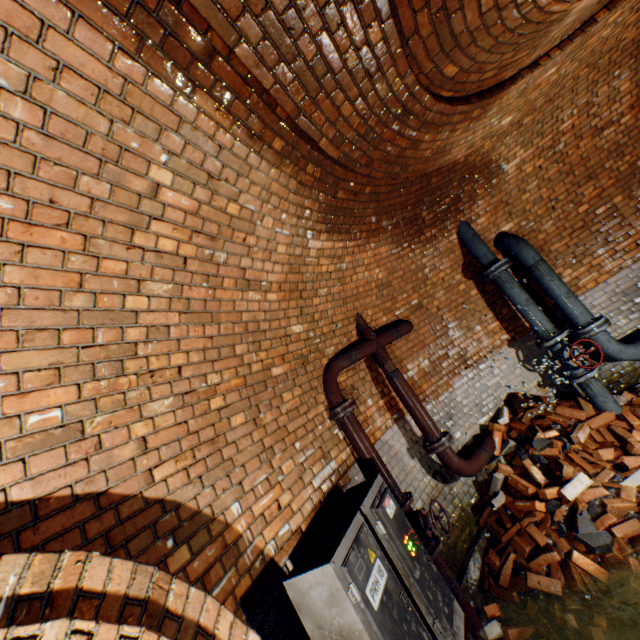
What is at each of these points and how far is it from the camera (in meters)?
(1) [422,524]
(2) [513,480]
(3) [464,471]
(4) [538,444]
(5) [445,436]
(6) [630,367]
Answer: (1) valve, 3.25
(2) bricks, 4.06
(3) pipe, 3.97
(4) rock, 4.08
(5) pipe end, 3.97
(6) building tunnel, 5.03

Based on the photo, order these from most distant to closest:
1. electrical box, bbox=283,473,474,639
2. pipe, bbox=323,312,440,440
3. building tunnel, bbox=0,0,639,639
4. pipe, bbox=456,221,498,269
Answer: pipe, bbox=456,221,498,269
pipe, bbox=323,312,440,440
electrical box, bbox=283,473,474,639
building tunnel, bbox=0,0,639,639

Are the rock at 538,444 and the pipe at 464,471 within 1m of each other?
yes

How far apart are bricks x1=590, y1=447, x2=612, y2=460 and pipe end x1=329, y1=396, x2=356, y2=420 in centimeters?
291cm

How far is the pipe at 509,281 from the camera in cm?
436

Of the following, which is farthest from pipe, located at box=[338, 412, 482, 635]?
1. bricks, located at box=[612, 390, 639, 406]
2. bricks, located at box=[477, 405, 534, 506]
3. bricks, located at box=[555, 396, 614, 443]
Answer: bricks, located at box=[612, 390, 639, 406]

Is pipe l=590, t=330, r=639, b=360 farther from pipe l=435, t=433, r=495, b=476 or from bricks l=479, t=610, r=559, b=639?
bricks l=479, t=610, r=559, b=639

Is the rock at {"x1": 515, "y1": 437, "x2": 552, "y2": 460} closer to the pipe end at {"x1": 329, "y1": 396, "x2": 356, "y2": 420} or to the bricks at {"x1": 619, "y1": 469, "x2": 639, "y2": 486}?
the bricks at {"x1": 619, "y1": 469, "x2": 639, "y2": 486}
